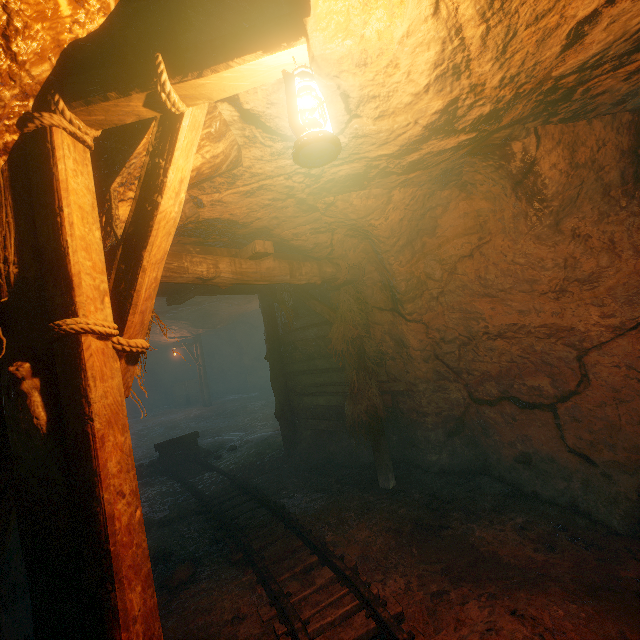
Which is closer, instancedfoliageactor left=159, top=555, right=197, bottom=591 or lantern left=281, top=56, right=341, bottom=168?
lantern left=281, top=56, right=341, bottom=168

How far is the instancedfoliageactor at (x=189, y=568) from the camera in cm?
387

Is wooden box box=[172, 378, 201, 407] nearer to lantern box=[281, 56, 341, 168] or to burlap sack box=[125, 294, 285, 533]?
burlap sack box=[125, 294, 285, 533]

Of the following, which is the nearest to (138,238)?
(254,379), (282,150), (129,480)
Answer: (129,480)

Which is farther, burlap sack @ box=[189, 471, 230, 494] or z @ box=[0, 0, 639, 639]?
burlap sack @ box=[189, 471, 230, 494]

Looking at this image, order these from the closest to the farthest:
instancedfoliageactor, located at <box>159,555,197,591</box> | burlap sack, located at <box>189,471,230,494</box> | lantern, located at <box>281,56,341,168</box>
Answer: lantern, located at <box>281,56,341,168</box> → instancedfoliageactor, located at <box>159,555,197,591</box> → burlap sack, located at <box>189,471,230,494</box>

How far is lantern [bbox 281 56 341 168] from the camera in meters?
1.5 m

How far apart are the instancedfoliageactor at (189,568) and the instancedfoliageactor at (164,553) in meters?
0.5
